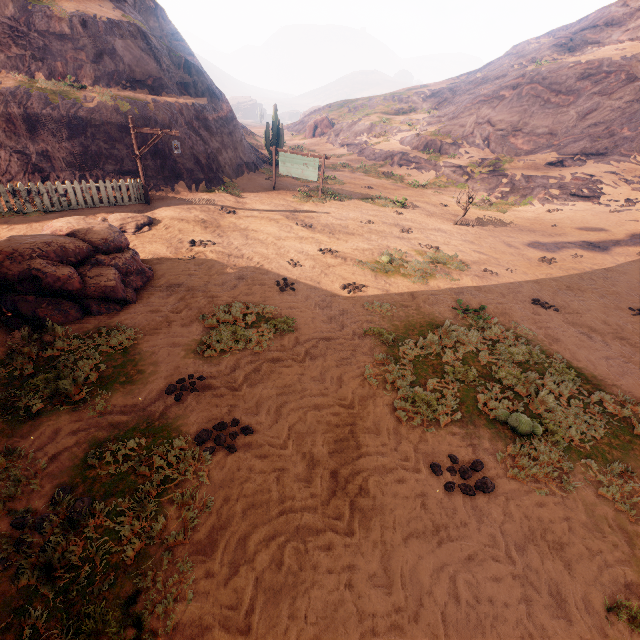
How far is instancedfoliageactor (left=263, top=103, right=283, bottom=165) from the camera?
23.6m

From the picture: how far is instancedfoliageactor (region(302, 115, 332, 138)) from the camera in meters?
44.2 m

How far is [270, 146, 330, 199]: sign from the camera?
17.2 meters

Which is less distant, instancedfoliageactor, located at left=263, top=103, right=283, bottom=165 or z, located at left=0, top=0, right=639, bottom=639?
z, located at left=0, top=0, right=639, bottom=639

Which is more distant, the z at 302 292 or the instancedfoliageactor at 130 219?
the instancedfoliageactor at 130 219

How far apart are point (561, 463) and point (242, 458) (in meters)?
4.93

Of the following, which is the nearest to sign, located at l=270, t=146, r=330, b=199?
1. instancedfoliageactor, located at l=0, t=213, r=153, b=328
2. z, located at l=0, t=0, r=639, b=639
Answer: z, located at l=0, t=0, r=639, b=639

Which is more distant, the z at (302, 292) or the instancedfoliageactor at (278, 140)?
the instancedfoliageactor at (278, 140)
